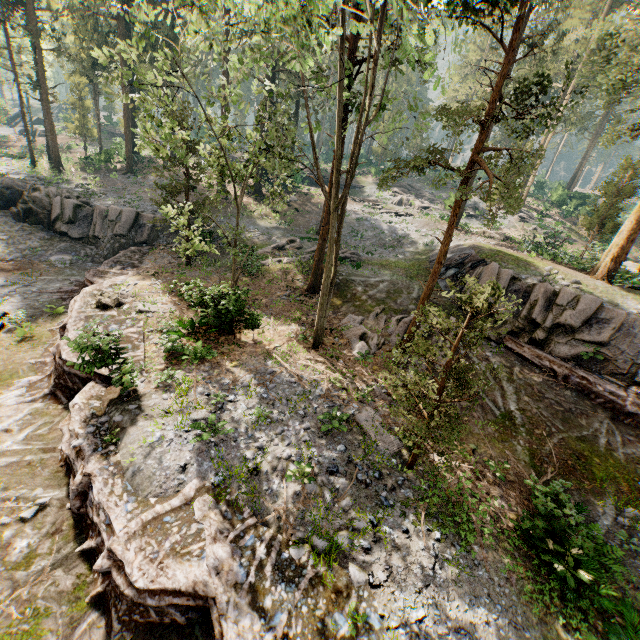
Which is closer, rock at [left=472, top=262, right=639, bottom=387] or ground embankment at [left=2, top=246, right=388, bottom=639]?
ground embankment at [left=2, top=246, right=388, bottom=639]

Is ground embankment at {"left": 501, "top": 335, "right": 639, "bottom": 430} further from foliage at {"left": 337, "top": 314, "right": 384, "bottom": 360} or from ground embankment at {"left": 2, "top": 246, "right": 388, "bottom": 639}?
ground embankment at {"left": 2, "top": 246, "right": 388, "bottom": 639}

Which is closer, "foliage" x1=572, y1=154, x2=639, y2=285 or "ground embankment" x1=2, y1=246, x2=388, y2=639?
"ground embankment" x1=2, y1=246, x2=388, y2=639

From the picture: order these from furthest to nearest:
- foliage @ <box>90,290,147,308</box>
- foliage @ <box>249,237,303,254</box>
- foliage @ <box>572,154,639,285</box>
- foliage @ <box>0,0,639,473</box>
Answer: foliage @ <box>249,237,303,254</box> → foliage @ <box>572,154,639,285</box> → foliage @ <box>90,290,147,308</box> → foliage @ <box>0,0,639,473</box>

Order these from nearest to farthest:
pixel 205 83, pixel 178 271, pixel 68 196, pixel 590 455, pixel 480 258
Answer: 1. pixel 205 83
2. pixel 590 455
3. pixel 178 271
4. pixel 480 258
5. pixel 68 196

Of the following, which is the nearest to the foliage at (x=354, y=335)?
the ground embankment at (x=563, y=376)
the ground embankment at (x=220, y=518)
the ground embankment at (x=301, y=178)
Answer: the ground embankment at (x=220, y=518)

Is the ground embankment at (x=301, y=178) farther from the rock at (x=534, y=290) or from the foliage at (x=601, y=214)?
the rock at (x=534, y=290)

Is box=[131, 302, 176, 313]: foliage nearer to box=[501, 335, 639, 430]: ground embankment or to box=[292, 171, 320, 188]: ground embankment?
box=[501, 335, 639, 430]: ground embankment
